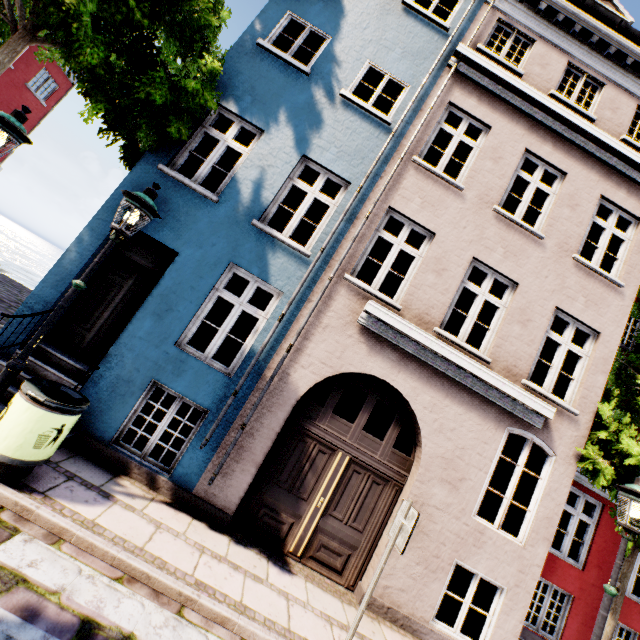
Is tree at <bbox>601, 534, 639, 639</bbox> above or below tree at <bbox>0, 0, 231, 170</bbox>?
below

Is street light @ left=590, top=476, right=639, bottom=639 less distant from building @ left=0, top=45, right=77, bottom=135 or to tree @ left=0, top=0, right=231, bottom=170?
building @ left=0, top=45, right=77, bottom=135

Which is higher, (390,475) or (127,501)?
(390,475)

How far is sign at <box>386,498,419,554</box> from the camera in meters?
3.7

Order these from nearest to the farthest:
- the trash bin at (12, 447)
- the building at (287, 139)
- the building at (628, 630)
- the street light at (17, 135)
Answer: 1. the trash bin at (12, 447)
2. the street light at (17, 135)
3. the building at (287, 139)
4. the building at (628, 630)

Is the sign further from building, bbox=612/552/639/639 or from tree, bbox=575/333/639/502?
tree, bbox=575/333/639/502

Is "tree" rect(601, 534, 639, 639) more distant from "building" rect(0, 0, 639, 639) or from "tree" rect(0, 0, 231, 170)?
"tree" rect(0, 0, 231, 170)

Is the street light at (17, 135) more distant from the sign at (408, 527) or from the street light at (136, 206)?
the sign at (408, 527)
